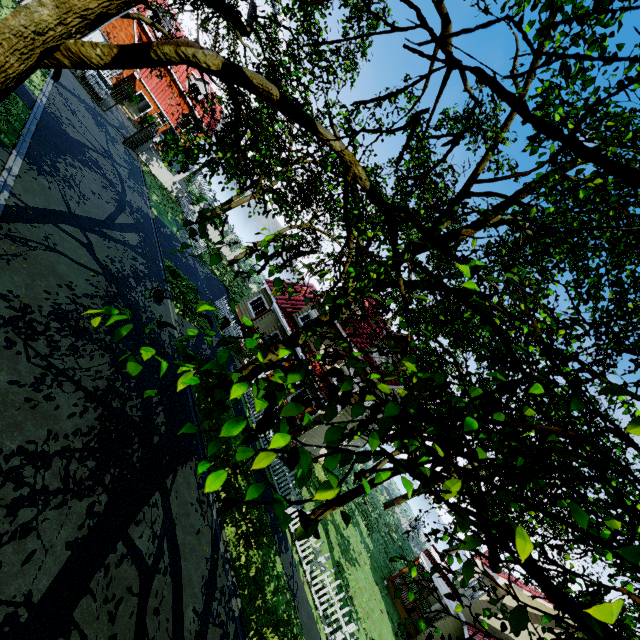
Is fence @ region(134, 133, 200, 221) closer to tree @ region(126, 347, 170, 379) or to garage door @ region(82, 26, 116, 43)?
tree @ region(126, 347, 170, 379)

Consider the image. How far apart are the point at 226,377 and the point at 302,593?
11.97m

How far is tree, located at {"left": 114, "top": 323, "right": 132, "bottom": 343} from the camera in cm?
225

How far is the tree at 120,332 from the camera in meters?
2.2 m

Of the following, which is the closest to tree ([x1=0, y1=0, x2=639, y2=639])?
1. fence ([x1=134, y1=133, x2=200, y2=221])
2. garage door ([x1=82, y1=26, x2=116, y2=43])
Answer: fence ([x1=134, y1=133, x2=200, y2=221])
